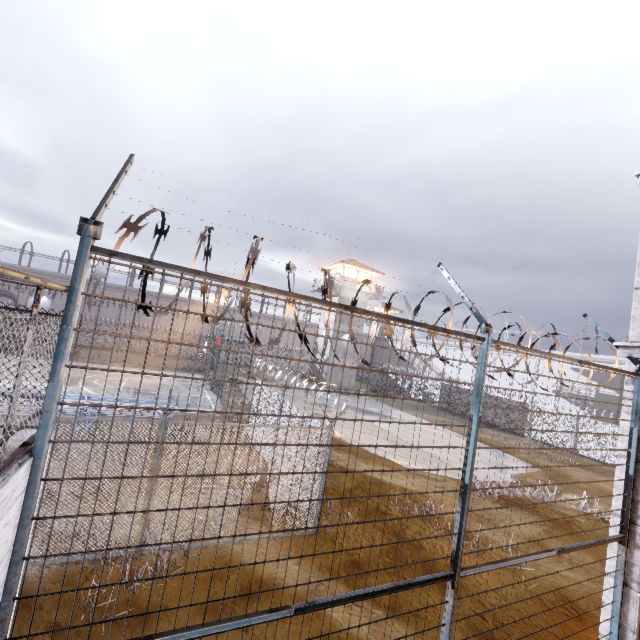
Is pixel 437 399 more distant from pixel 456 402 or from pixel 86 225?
pixel 86 225

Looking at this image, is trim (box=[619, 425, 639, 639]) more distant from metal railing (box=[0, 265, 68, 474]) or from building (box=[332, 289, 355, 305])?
building (box=[332, 289, 355, 305])

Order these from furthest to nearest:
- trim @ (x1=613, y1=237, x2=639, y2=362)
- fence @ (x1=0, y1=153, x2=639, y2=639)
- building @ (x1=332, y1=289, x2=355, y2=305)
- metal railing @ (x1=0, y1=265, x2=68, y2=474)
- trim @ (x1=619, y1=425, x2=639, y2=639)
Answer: building @ (x1=332, y1=289, x2=355, y2=305)
trim @ (x1=613, y1=237, x2=639, y2=362)
trim @ (x1=619, y1=425, x2=639, y2=639)
fence @ (x1=0, y1=153, x2=639, y2=639)
metal railing @ (x1=0, y1=265, x2=68, y2=474)

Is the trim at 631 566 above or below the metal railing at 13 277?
below

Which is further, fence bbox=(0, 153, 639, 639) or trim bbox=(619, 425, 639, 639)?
trim bbox=(619, 425, 639, 639)

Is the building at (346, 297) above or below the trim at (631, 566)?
above

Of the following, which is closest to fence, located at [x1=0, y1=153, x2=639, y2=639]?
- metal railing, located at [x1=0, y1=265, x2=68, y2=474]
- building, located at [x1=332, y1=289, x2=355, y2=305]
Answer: metal railing, located at [x1=0, y1=265, x2=68, y2=474]
